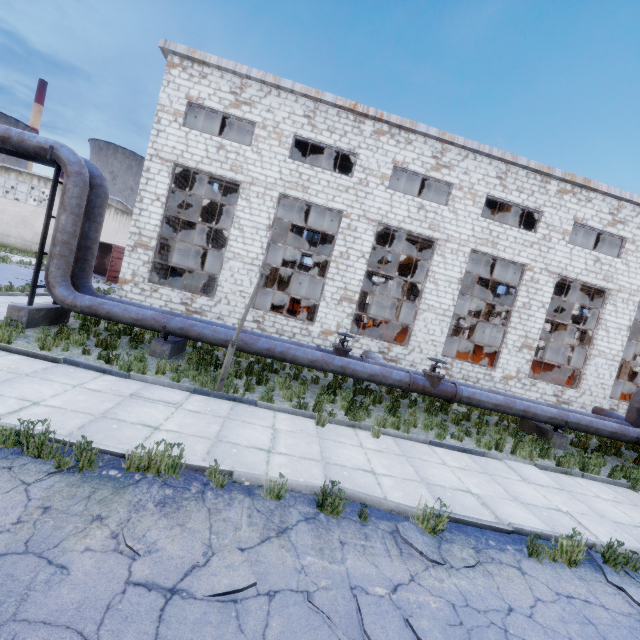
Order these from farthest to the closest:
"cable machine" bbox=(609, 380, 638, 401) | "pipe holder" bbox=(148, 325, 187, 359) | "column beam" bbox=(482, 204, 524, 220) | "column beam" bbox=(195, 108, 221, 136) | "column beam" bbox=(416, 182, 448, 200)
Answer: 1. "cable machine" bbox=(609, 380, 638, 401)
2. "column beam" bbox=(482, 204, 524, 220)
3. "column beam" bbox=(416, 182, 448, 200)
4. "column beam" bbox=(195, 108, 221, 136)
5. "pipe holder" bbox=(148, 325, 187, 359)

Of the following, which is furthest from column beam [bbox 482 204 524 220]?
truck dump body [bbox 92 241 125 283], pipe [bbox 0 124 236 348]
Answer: truck dump body [bbox 92 241 125 283]

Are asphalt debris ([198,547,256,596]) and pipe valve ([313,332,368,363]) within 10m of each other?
yes

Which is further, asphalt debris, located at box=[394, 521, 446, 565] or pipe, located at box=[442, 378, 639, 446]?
pipe, located at box=[442, 378, 639, 446]

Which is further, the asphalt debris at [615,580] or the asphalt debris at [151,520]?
the asphalt debris at [615,580]

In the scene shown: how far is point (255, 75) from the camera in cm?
1304

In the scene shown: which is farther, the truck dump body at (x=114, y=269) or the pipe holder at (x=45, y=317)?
the truck dump body at (x=114, y=269)

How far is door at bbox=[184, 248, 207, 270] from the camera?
23.7m
